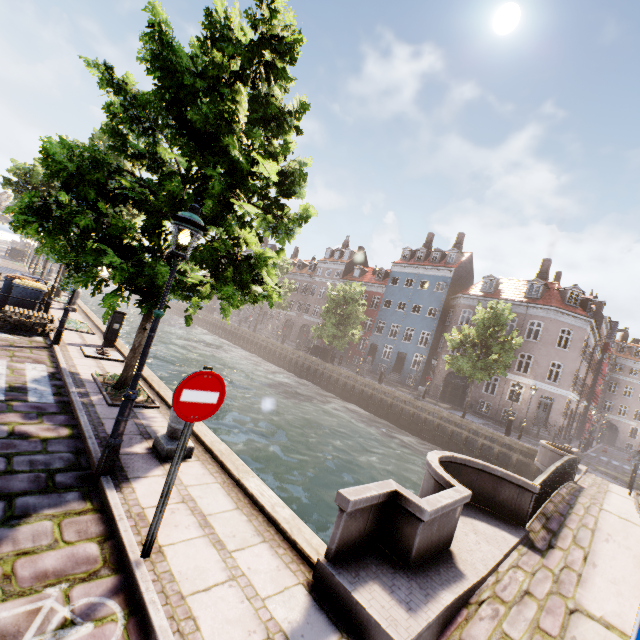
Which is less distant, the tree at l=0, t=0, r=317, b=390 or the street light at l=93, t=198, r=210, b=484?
the street light at l=93, t=198, r=210, b=484

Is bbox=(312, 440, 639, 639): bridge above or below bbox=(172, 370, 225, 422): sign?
below

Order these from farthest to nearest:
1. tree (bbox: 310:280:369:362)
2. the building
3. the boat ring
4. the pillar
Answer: tree (bbox: 310:280:369:362) < the building < the boat ring < the pillar

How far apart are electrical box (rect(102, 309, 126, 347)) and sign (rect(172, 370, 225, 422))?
9.40m

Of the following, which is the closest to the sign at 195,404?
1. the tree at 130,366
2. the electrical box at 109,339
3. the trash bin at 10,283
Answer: the tree at 130,366

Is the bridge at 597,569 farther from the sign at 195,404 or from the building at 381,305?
the building at 381,305

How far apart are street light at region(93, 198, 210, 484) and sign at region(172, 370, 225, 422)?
1.50m

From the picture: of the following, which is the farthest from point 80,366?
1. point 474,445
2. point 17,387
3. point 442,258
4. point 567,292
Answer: point 442,258
